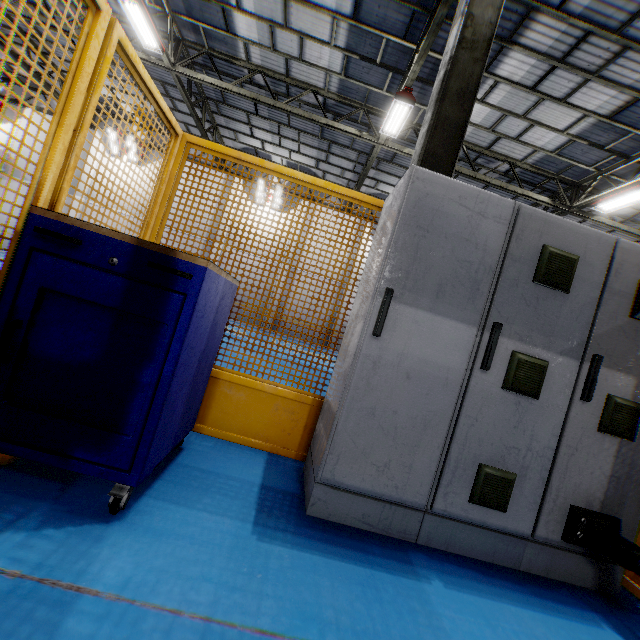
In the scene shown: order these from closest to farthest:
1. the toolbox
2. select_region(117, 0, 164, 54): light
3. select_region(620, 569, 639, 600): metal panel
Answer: the toolbox < select_region(620, 569, 639, 600): metal panel < select_region(117, 0, 164, 54): light

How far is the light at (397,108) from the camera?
8.7 meters

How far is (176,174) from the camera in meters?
2.5

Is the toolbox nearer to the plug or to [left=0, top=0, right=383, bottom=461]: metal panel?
[left=0, top=0, right=383, bottom=461]: metal panel

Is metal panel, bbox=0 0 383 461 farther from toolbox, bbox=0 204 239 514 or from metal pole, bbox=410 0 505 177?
metal pole, bbox=410 0 505 177

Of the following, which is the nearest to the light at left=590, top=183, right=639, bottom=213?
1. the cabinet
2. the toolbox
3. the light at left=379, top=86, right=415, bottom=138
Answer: the light at left=379, top=86, right=415, bottom=138

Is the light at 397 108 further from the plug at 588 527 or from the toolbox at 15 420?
the plug at 588 527

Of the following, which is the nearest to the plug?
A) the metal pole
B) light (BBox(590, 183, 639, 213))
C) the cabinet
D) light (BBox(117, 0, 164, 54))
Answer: the cabinet
